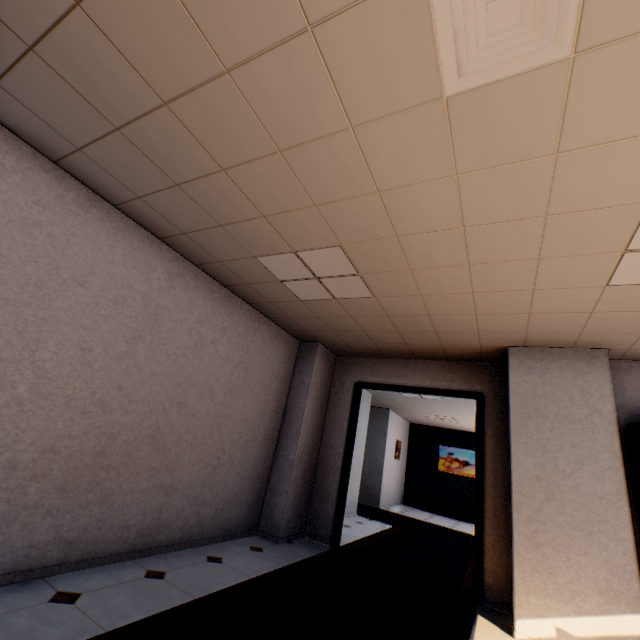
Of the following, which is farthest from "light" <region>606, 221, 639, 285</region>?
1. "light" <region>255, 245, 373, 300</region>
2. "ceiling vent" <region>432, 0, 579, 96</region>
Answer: "light" <region>255, 245, 373, 300</region>

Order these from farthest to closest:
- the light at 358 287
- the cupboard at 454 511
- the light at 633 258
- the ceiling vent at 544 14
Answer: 1. the cupboard at 454 511
2. the light at 358 287
3. the light at 633 258
4. the ceiling vent at 544 14

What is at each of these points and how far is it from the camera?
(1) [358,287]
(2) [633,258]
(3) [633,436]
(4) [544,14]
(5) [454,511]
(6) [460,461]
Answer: (1) light, 3.5 meters
(2) light, 2.3 meters
(3) cupboard, 3.4 meters
(4) ceiling vent, 1.2 meters
(5) cupboard, 11.0 meters
(6) picture, 11.9 meters

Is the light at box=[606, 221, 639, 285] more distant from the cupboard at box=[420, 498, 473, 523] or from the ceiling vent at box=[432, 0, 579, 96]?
the cupboard at box=[420, 498, 473, 523]

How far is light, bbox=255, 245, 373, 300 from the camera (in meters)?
3.08

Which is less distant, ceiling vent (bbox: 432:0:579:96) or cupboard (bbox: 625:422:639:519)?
ceiling vent (bbox: 432:0:579:96)

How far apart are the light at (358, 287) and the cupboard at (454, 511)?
10.8m

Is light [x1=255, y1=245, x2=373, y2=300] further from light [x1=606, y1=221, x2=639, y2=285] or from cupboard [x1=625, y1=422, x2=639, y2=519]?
cupboard [x1=625, y1=422, x2=639, y2=519]
